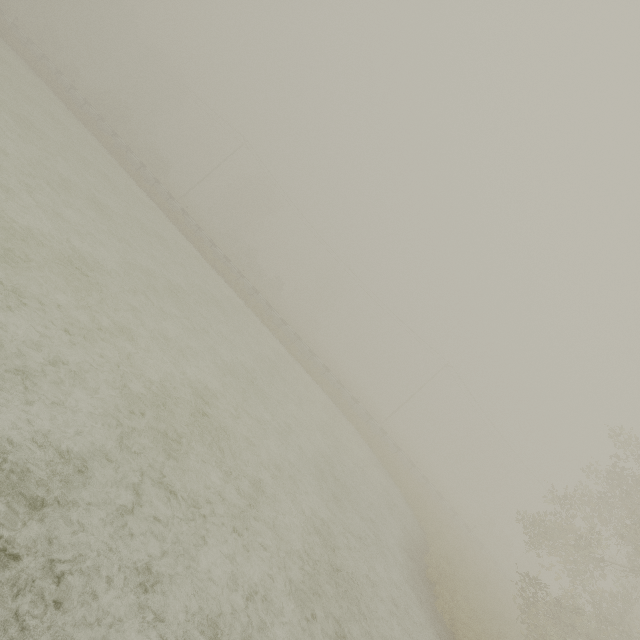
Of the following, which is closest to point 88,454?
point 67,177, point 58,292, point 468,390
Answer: point 58,292

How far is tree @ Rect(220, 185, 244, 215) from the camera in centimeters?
5769cm

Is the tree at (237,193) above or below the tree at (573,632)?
above

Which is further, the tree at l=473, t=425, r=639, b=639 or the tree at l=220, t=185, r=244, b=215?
the tree at l=220, t=185, r=244, b=215

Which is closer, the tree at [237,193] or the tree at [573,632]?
the tree at [573,632]

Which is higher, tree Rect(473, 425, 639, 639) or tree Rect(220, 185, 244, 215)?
tree Rect(220, 185, 244, 215)
